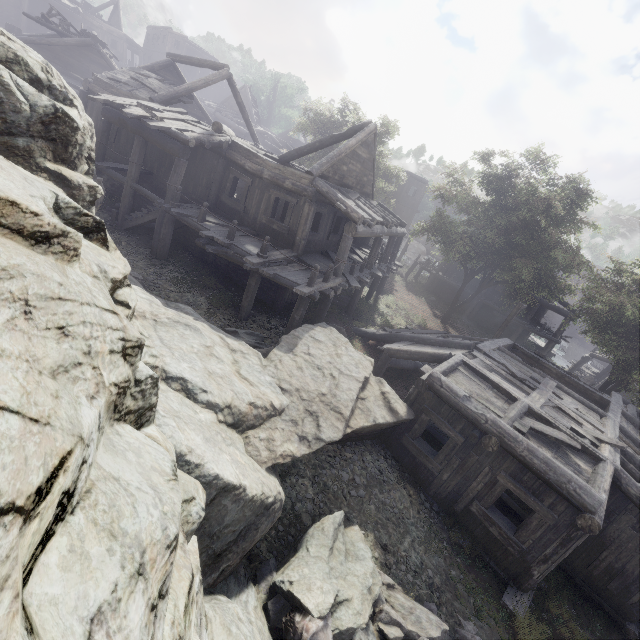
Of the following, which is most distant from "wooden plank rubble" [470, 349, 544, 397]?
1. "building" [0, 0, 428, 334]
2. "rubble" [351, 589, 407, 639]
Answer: "rubble" [351, 589, 407, 639]

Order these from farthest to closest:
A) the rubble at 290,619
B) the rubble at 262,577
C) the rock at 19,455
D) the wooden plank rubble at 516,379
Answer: the wooden plank rubble at 516,379, the rubble at 262,577, the rubble at 290,619, the rock at 19,455

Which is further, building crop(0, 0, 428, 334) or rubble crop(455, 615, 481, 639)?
building crop(0, 0, 428, 334)

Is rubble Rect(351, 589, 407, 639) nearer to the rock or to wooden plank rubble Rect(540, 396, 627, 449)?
the rock

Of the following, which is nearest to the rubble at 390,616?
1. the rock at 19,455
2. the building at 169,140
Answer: the rock at 19,455

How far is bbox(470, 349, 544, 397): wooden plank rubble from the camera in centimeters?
1077cm

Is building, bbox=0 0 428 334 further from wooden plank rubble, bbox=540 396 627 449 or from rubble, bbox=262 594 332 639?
rubble, bbox=262 594 332 639

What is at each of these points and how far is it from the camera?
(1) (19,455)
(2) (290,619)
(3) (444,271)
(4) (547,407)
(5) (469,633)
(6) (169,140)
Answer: (1) rock, 1.26m
(2) rubble, 4.62m
(3) building, 32.94m
(4) wooden plank rubble, 10.24m
(5) rubble, 6.25m
(6) building, 12.35m
